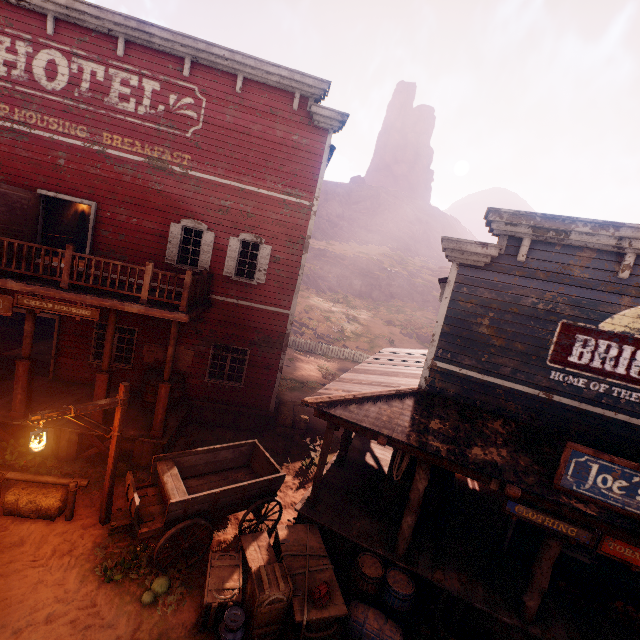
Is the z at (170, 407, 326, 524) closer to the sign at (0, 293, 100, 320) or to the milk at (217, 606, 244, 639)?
the milk at (217, 606, 244, 639)

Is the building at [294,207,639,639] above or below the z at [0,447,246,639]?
above

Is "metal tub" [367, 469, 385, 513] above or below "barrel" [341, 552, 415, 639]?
above

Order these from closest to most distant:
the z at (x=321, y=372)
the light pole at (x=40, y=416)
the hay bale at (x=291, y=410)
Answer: the light pole at (x=40, y=416) < the hay bale at (x=291, y=410) < the z at (x=321, y=372)

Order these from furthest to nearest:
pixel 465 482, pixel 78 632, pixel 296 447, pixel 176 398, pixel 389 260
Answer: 1. pixel 389 260
2. pixel 296 447
3. pixel 176 398
4. pixel 465 482
5. pixel 78 632

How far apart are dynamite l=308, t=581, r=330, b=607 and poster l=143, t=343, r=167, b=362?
8.2m

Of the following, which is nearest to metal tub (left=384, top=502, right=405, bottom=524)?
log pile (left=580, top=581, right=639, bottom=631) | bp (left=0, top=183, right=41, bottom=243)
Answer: log pile (left=580, top=581, right=639, bottom=631)

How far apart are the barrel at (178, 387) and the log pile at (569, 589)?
11.35m
